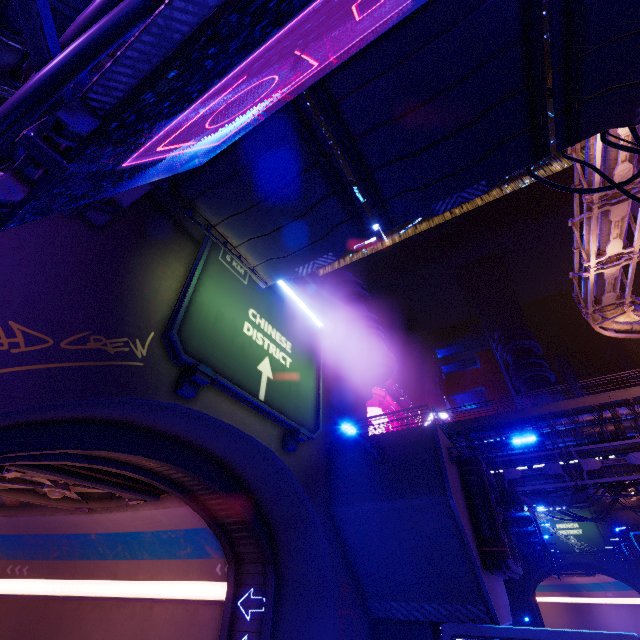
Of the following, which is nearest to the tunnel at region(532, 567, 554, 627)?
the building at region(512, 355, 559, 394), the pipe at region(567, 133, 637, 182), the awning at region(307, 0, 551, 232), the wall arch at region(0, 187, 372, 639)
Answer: the building at region(512, 355, 559, 394)

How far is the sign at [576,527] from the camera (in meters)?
43.53

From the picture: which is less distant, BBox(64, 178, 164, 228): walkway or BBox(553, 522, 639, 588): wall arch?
BBox(64, 178, 164, 228): walkway

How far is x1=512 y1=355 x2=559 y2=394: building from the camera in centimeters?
5462cm

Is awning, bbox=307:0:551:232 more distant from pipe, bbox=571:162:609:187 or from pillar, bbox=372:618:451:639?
pillar, bbox=372:618:451:639

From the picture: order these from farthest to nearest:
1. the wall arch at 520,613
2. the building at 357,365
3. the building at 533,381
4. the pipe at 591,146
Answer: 1. the building at 533,381
2. the wall arch at 520,613
3. the building at 357,365
4. the pipe at 591,146

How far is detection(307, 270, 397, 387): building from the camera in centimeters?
1697cm

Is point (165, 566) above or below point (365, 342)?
below
